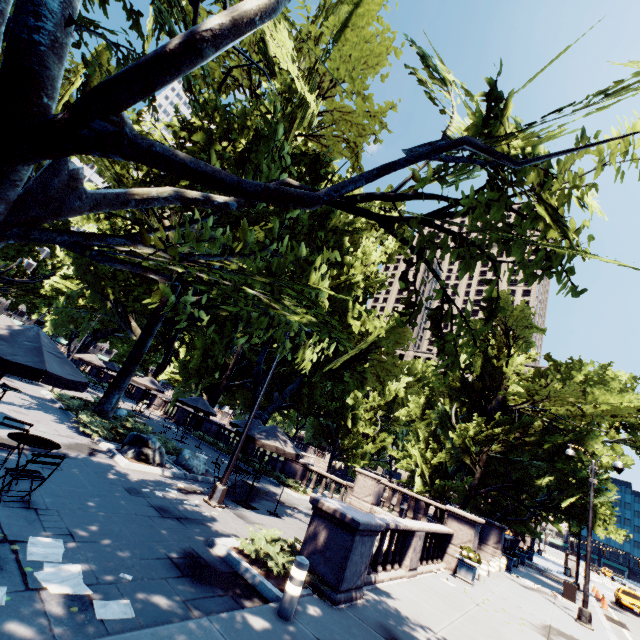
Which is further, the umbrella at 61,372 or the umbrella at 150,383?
the umbrella at 150,383

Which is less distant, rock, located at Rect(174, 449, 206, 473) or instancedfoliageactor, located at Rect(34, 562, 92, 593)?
instancedfoliageactor, located at Rect(34, 562, 92, 593)

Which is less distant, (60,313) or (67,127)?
(67,127)

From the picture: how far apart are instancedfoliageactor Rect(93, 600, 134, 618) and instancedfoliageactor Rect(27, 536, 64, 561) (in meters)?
0.20

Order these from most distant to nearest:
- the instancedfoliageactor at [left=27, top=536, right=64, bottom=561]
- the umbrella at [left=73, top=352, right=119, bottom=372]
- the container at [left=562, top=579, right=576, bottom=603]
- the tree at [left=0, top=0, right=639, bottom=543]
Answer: the umbrella at [left=73, top=352, right=119, bottom=372] → the container at [left=562, top=579, right=576, bottom=603] → the instancedfoliageactor at [left=27, top=536, right=64, bottom=561] → the tree at [left=0, top=0, right=639, bottom=543]

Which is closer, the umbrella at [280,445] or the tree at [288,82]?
the tree at [288,82]

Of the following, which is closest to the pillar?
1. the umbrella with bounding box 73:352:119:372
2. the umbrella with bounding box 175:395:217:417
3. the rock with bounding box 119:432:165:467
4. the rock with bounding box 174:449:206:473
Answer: the rock with bounding box 119:432:165:467

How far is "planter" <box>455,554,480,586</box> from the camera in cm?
1277
